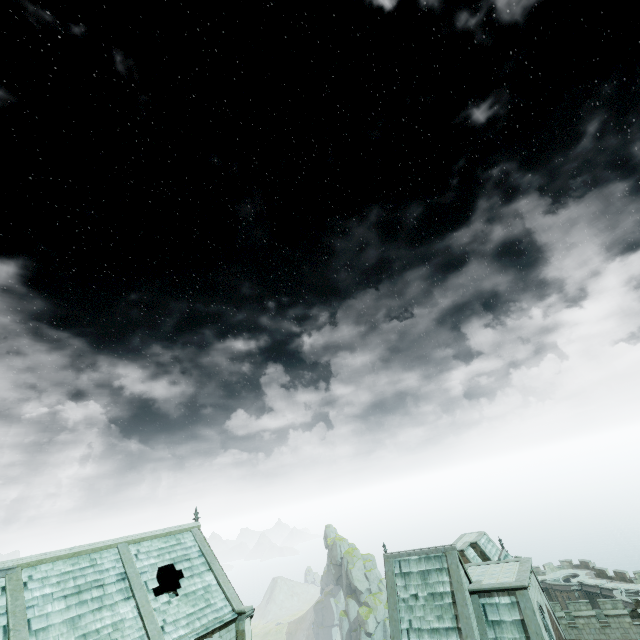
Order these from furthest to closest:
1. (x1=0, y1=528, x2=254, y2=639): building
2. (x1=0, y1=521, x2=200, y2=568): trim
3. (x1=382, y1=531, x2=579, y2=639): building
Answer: (x1=382, y1=531, x2=579, y2=639): building < (x1=0, y1=521, x2=200, y2=568): trim < (x1=0, y1=528, x2=254, y2=639): building

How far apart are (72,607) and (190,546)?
8.43m

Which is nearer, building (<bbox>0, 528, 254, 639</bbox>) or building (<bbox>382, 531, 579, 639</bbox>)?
building (<bbox>0, 528, 254, 639</bbox>)

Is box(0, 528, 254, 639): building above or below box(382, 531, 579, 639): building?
above

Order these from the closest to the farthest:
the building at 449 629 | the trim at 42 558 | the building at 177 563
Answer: the building at 177 563 < the trim at 42 558 < the building at 449 629

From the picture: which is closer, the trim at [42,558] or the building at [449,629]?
the trim at [42,558]

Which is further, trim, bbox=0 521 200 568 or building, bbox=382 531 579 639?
building, bbox=382 531 579 639
